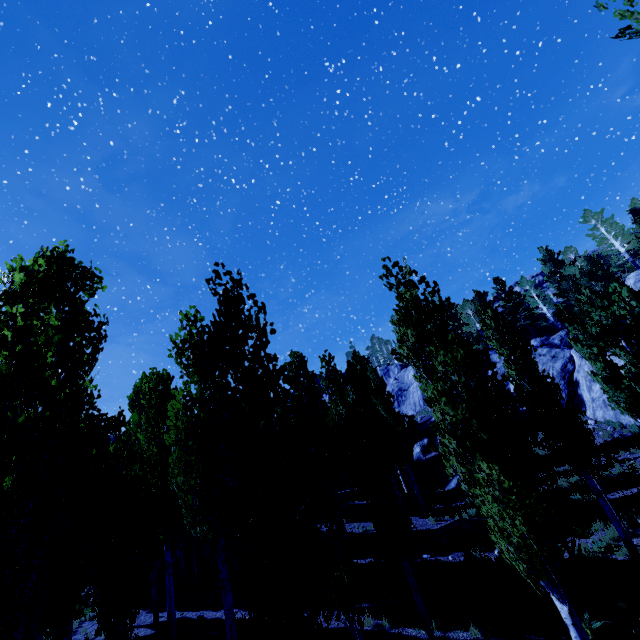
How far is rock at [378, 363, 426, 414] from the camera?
45.8 meters

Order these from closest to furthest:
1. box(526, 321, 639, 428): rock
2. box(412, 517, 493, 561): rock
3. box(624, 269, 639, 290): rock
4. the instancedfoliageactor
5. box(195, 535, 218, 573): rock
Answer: the instancedfoliageactor
box(412, 517, 493, 561): rock
box(195, 535, 218, 573): rock
box(526, 321, 639, 428): rock
box(624, 269, 639, 290): rock

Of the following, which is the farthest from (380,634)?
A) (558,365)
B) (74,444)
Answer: (558,365)

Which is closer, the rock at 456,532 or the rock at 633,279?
the rock at 456,532

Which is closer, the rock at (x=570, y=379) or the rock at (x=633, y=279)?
the rock at (x=570, y=379)

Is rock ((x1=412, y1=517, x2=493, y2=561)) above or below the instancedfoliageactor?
below

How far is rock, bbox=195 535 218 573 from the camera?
19.6 meters

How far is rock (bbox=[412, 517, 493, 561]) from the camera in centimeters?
1497cm
